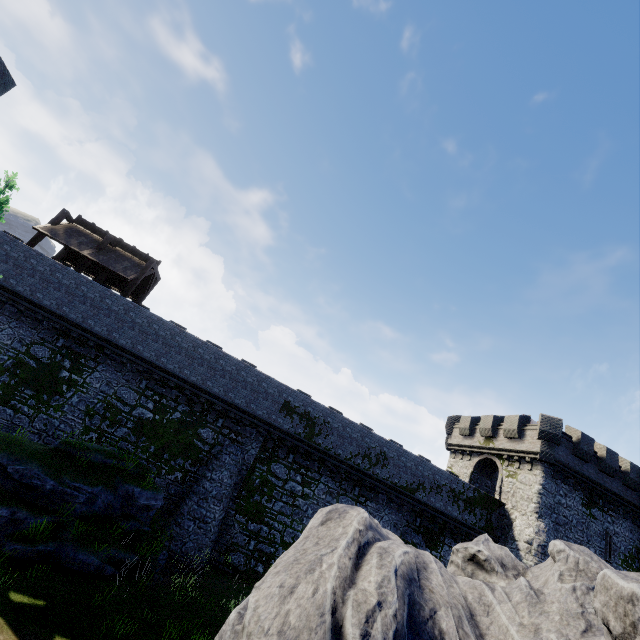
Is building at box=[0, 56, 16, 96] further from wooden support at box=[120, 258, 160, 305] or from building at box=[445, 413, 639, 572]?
building at box=[445, 413, 639, 572]

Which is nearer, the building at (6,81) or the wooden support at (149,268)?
the building at (6,81)

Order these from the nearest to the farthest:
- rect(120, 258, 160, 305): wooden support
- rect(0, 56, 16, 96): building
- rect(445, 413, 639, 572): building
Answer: rect(0, 56, 16, 96): building < rect(120, 258, 160, 305): wooden support < rect(445, 413, 639, 572): building

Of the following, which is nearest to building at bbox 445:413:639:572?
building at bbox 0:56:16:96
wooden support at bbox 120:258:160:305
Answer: wooden support at bbox 120:258:160:305

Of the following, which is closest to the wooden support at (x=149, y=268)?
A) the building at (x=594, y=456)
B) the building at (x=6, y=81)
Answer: the building at (x=6, y=81)

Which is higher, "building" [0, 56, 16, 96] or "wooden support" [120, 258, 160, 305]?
"building" [0, 56, 16, 96]

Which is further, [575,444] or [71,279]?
[575,444]

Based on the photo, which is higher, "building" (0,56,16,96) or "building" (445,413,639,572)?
"building" (0,56,16,96)
